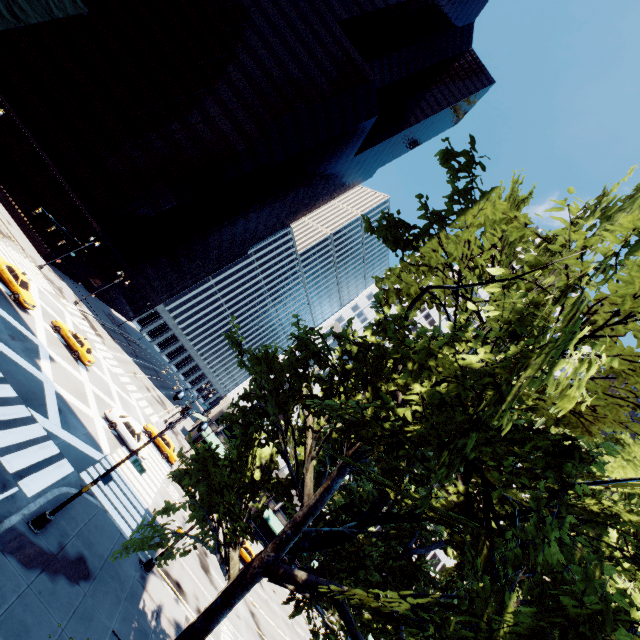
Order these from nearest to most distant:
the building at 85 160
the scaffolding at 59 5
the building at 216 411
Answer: the scaffolding at 59 5, the building at 85 160, the building at 216 411

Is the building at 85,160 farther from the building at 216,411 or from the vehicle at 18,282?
the building at 216,411

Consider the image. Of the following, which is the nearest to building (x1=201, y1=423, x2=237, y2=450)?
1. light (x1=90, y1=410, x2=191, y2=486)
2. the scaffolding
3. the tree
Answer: the tree

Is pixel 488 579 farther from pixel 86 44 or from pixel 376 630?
pixel 86 44

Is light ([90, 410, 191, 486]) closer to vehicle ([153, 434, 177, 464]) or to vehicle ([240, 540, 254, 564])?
vehicle ([153, 434, 177, 464])

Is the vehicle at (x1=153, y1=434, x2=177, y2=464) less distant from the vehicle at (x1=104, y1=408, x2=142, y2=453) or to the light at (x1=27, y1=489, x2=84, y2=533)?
the vehicle at (x1=104, y1=408, x2=142, y2=453)

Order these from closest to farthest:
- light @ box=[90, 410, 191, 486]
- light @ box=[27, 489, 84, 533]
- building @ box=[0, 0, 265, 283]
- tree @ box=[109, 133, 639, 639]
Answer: tree @ box=[109, 133, 639, 639] → light @ box=[27, 489, 84, 533] → light @ box=[90, 410, 191, 486] → building @ box=[0, 0, 265, 283]

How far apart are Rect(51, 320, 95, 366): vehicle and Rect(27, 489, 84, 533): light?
20.4m
